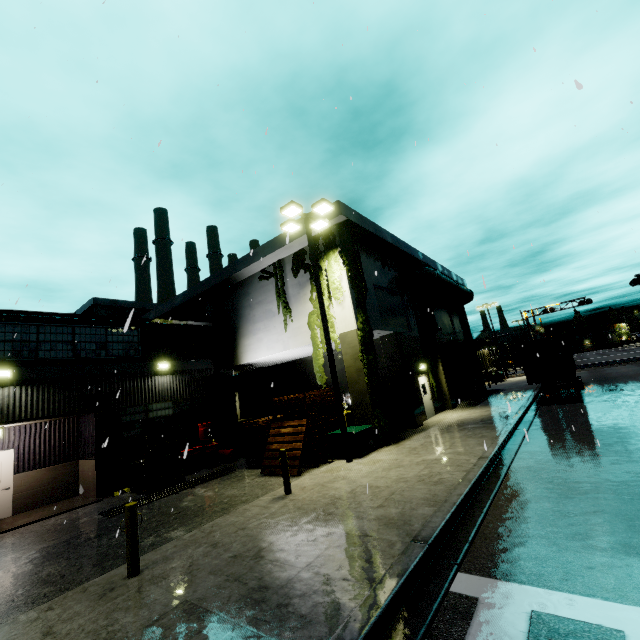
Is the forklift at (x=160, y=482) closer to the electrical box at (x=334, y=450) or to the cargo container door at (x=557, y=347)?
the electrical box at (x=334, y=450)

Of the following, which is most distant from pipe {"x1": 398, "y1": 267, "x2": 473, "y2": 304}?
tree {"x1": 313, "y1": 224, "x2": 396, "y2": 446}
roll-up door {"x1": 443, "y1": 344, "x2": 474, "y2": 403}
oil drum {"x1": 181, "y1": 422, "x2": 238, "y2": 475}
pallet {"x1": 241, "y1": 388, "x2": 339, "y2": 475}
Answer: oil drum {"x1": 181, "y1": 422, "x2": 238, "y2": 475}

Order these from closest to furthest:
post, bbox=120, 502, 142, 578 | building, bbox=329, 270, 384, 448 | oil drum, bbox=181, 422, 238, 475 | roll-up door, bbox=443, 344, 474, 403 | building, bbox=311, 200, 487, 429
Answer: post, bbox=120, 502, 142, 578 < building, bbox=329, 270, 384, 448 < oil drum, bbox=181, 422, 238, 475 < building, bbox=311, 200, 487, 429 < roll-up door, bbox=443, 344, 474, 403

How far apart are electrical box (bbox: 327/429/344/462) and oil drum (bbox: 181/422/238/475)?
6.3m

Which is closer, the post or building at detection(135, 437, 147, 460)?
the post

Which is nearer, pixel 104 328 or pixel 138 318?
pixel 104 328

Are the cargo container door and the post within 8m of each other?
no

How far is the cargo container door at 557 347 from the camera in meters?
17.3
